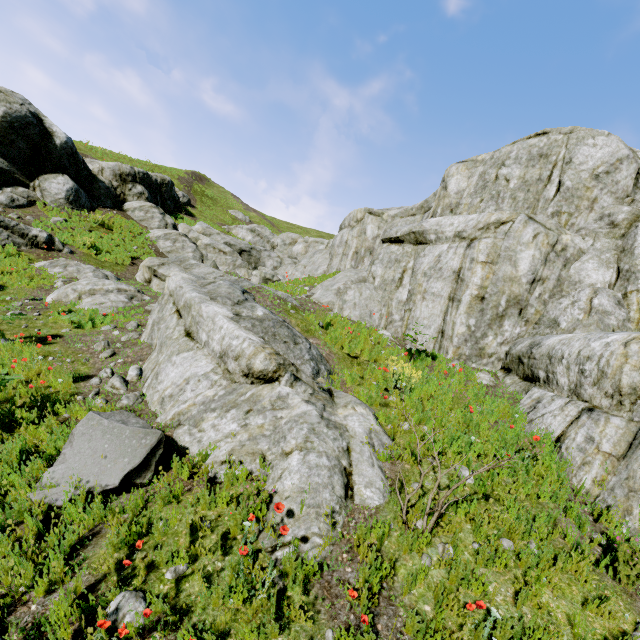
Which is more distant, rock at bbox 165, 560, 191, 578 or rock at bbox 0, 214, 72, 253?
rock at bbox 0, 214, 72, 253

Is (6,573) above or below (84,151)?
below

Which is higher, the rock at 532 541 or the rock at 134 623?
the rock at 532 541

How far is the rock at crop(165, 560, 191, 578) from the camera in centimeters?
341cm

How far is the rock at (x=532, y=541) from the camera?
3.66m

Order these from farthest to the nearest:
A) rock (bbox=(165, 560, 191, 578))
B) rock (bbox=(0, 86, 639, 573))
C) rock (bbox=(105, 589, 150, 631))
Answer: rock (bbox=(0, 86, 639, 573)), rock (bbox=(165, 560, 191, 578)), rock (bbox=(105, 589, 150, 631))
